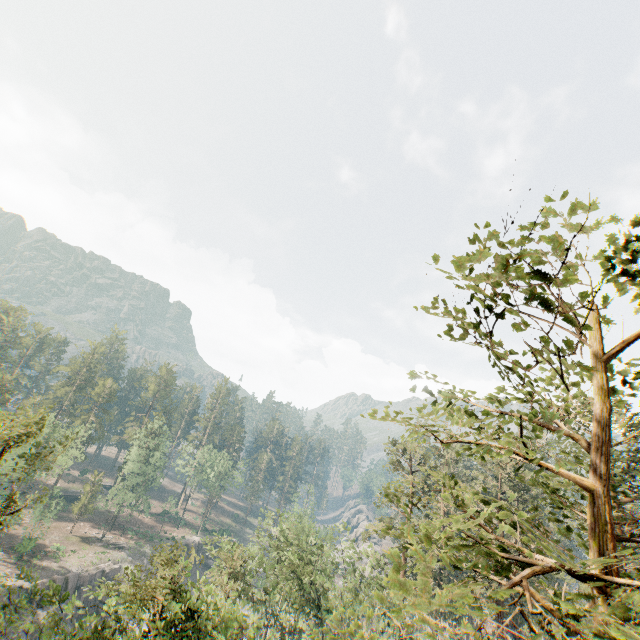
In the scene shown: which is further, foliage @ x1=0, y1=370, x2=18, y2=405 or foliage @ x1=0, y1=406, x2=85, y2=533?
foliage @ x1=0, y1=370, x2=18, y2=405

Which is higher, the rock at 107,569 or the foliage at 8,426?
the foliage at 8,426

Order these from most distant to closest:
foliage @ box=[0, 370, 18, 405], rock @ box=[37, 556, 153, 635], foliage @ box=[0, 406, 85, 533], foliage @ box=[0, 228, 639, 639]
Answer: foliage @ box=[0, 370, 18, 405] < rock @ box=[37, 556, 153, 635] < foliage @ box=[0, 406, 85, 533] < foliage @ box=[0, 228, 639, 639]

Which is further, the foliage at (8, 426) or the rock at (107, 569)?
the rock at (107, 569)

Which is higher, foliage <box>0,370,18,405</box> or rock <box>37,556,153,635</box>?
foliage <box>0,370,18,405</box>

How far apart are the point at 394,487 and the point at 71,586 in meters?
59.5
